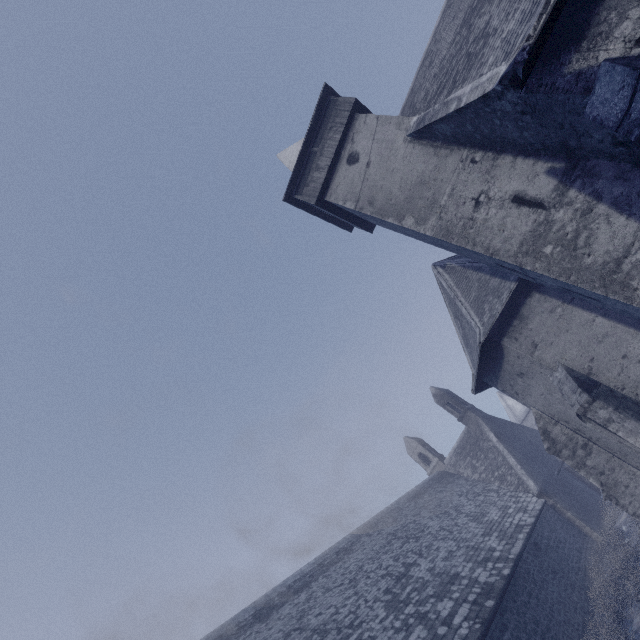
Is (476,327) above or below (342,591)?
above
